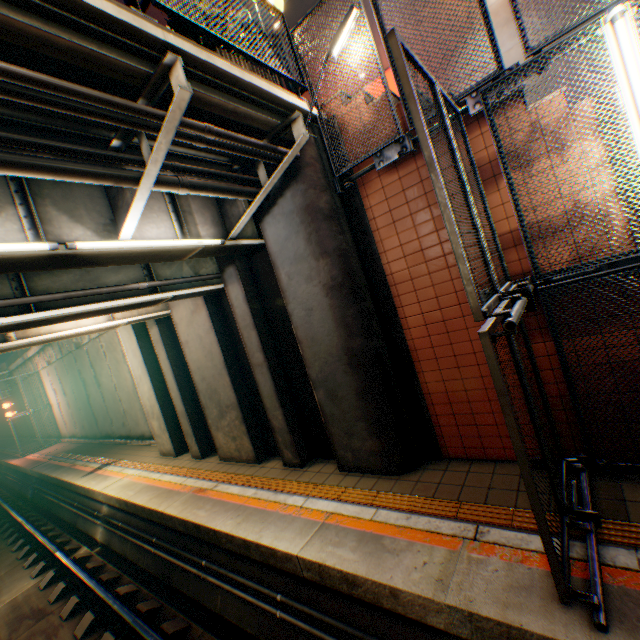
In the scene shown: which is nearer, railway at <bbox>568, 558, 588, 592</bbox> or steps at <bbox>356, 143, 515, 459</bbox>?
railway at <bbox>568, 558, 588, 592</bbox>

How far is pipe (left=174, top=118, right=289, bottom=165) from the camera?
3.7m

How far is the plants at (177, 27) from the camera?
4.3 meters

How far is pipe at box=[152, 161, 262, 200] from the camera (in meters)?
4.21

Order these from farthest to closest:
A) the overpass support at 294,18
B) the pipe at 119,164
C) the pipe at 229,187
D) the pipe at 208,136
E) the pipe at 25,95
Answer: the overpass support at 294,18 → the pipe at 229,187 → the pipe at 208,136 → the pipe at 119,164 → the pipe at 25,95

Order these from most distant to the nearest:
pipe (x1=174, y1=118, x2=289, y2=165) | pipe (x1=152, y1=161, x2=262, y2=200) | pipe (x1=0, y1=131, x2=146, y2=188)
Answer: pipe (x1=152, y1=161, x2=262, y2=200), pipe (x1=174, y1=118, x2=289, y2=165), pipe (x1=0, y1=131, x2=146, y2=188)

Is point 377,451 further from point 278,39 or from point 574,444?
point 278,39

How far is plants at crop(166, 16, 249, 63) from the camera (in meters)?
4.34
